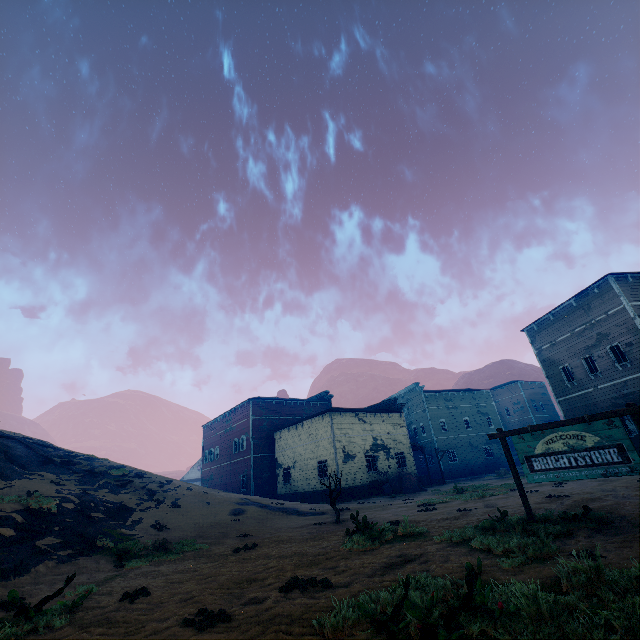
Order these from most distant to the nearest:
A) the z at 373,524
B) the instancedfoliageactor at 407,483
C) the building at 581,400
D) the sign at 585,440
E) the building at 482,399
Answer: the building at 482,399 < the instancedfoliageactor at 407,483 < the building at 581,400 < the sign at 585,440 < the z at 373,524

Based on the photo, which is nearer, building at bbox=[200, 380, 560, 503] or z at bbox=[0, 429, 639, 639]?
z at bbox=[0, 429, 639, 639]

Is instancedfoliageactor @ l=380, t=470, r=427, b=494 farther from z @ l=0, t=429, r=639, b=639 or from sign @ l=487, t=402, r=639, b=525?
sign @ l=487, t=402, r=639, b=525

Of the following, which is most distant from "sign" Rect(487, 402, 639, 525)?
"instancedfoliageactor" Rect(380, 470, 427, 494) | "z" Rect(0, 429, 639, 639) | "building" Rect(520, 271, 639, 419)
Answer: "instancedfoliageactor" Rect(380, 470, 427, 494)

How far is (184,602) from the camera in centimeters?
545cm

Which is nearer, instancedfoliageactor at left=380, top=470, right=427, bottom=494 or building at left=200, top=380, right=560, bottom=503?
instancedfoliageactor at left=380, top=470, right=427, bottom=494

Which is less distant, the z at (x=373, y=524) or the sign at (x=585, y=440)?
the z at (x=373, y=524)

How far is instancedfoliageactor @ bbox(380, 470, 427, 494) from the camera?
25.8m
